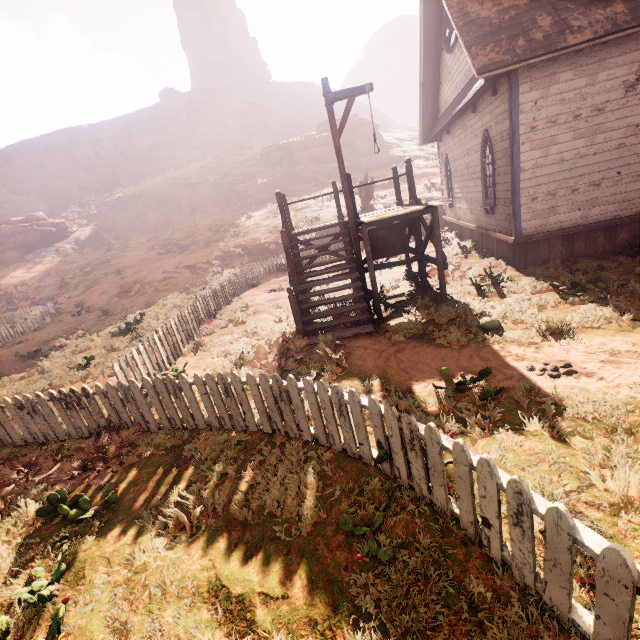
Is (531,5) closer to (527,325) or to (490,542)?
(527,325)

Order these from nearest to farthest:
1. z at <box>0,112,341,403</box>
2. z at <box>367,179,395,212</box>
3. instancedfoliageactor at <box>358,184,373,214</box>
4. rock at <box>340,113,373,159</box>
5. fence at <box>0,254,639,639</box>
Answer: fence at <box>0,254,639,639</box> < z at <box>0,112,341,403</box> < instancedfoliageactor at <box>358,184,373,214</box> < z at <box>367,179,395,212</box> < rock at <box>340,113,373,159</box>

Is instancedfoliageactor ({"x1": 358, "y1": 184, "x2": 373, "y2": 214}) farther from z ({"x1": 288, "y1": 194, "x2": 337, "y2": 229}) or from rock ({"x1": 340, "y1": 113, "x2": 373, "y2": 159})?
rock ({"x1": 340, "y1": 113, "x2": 373, "y2": 159})

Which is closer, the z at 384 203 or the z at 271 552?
the z at 271 552

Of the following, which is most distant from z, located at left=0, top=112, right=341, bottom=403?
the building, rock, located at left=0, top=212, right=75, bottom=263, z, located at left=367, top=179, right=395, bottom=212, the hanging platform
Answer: the hanging platform

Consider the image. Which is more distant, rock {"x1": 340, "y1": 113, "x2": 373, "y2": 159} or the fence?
rock {"x1": 340, "y1": 113, "x2": 373, "y2": 159}

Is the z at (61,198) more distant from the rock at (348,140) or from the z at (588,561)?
the z at (588,561)

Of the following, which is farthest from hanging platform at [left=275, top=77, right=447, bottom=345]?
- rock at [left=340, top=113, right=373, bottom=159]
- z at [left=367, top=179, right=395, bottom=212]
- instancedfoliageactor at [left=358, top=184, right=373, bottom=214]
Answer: rock at [left=340, top=113, right=373, bottom=159]
